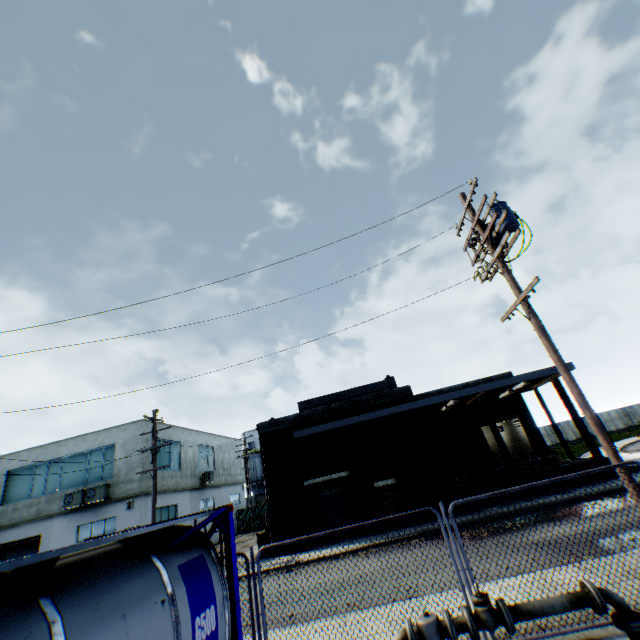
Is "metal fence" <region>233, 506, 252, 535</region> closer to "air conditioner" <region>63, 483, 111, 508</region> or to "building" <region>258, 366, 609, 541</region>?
"building" <region>258, 366, 609, 541</region>

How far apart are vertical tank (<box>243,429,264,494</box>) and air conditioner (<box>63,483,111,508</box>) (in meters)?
28.30

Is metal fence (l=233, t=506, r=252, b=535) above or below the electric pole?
below

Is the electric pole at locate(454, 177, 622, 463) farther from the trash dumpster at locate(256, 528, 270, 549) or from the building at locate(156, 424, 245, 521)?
the building at locate(156, 424, 245, 521)

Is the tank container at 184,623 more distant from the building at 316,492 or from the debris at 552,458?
the debris at 552,458

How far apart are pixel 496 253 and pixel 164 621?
9.9m

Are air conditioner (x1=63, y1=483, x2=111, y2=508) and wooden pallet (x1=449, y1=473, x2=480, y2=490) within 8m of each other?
no

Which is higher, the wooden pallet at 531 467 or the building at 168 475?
the building at 168 475
